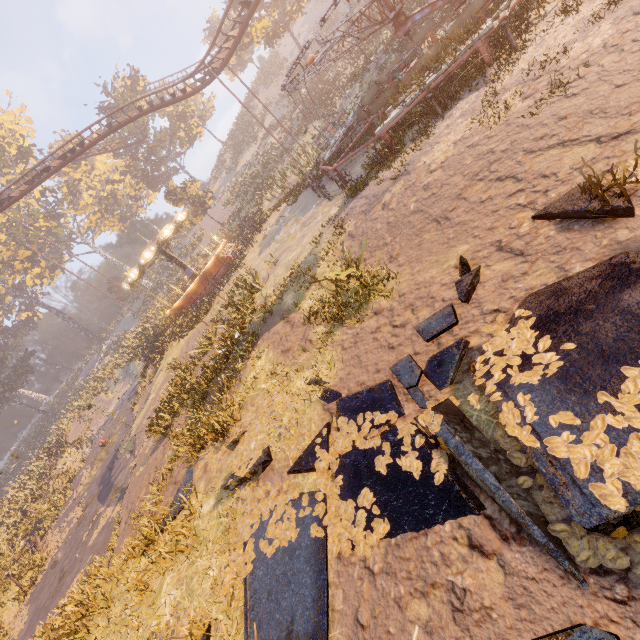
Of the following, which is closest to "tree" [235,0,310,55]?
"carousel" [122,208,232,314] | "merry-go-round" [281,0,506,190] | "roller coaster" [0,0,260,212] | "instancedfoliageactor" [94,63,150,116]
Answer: "roller coaster" [0,0,260,212]

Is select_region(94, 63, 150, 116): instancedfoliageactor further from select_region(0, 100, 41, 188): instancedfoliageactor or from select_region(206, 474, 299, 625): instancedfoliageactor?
select_region(206, 474, 299, 625): instancedfoliageactor

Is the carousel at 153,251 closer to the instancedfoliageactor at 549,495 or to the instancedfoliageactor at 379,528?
the instancedfoliageactor at 379,528

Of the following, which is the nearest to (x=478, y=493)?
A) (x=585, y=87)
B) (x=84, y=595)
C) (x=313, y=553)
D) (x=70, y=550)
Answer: (x=313, y=553)

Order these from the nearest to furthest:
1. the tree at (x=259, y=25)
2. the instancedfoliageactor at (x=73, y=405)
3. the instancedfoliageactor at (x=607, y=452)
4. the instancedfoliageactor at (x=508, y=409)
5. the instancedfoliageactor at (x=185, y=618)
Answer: the instancedfoliageactor at (x=607, y=452) < the instancedfoliageactor at (x=508, y=409) < the instancedfoliageactor at (x=185, y=618) < the instancedfoliageactor at (x=73, y=405) < the tree at (x=259, y=25)

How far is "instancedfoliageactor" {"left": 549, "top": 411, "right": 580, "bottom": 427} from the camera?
2.6 meters

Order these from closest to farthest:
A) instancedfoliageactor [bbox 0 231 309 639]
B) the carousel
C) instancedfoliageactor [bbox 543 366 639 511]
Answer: instancedfoliageactor [bbox 543 366 639 511] < instancedfoliageactor [bbox 0 231 309 639] < the carousel

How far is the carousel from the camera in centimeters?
2259cm
